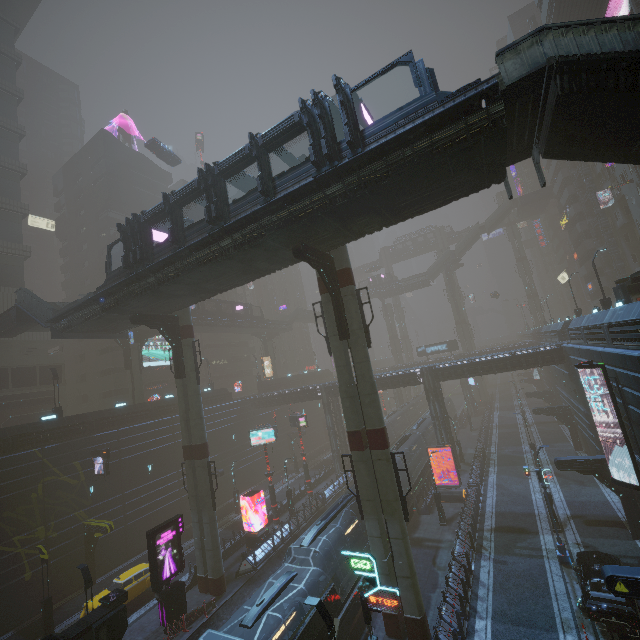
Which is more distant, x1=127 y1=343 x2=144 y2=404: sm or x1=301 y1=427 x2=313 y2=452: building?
x1=301 y1=427 x2=313 y2=452: building

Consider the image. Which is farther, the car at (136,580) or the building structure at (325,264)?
the car at (136,580)

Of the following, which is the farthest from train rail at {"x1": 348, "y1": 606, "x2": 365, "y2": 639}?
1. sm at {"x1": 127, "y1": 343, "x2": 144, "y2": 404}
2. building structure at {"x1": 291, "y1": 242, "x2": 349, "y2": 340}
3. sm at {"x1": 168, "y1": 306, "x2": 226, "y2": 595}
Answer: sm at {"x1": 127, "y1": 343, "x2": 144, "y2": 404}

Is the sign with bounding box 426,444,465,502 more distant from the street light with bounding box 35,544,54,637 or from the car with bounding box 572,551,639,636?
the street light with bounding box 35,544,54,637

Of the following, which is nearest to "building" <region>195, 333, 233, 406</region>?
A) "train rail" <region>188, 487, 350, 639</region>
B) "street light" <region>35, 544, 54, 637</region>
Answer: "train rail" <region>188, 487, 350, 639</region>

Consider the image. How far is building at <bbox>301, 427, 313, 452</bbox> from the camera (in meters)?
52.51

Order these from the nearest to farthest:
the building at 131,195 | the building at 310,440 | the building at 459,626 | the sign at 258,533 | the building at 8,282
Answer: the building at 459,626 < the sign at 258,533 < the building at 8,282 < the building at 131,195 < the building at 310,440

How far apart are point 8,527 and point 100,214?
42.8m
